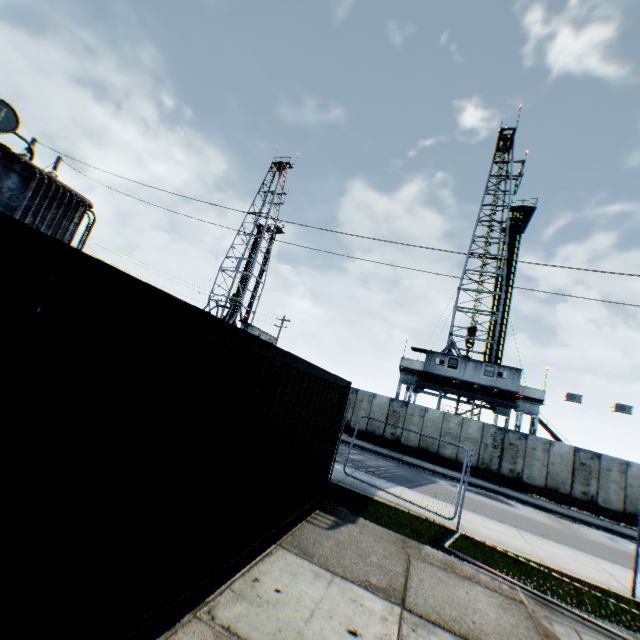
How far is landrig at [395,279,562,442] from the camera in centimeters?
2453cm

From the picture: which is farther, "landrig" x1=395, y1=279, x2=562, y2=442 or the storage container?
"landrig" x1=395, y1=279, x2=562, y2=442

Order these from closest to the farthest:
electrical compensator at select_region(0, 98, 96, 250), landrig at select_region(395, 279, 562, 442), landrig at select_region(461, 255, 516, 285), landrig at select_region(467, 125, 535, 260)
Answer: electrical compensator at select_region(0, 98, 96, 250), landrig at select_region(395, 279, 562, 442), landrig at select_region(461, 255, 516, 285), landrig at select_region(467, 125, 535, 260)

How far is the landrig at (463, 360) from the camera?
24.5 meters

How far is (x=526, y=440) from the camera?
19.94m

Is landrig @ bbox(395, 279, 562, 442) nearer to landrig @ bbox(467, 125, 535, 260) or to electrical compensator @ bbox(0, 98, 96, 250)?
landrig @ bbox(467, 125, 535, 260)

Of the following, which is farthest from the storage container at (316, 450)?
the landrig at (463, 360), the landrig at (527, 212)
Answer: the landrig at (527, 212)

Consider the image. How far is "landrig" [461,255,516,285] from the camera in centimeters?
3059cm
